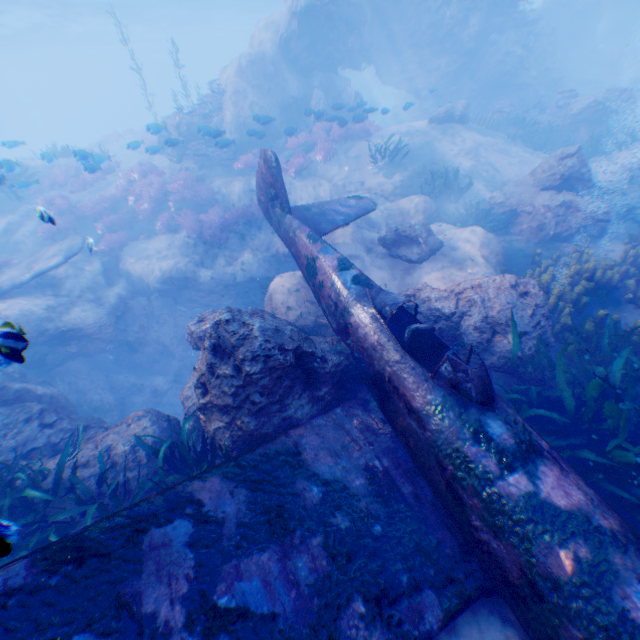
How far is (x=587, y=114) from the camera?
15.9m

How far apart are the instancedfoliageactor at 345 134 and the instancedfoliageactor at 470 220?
7.2 meters

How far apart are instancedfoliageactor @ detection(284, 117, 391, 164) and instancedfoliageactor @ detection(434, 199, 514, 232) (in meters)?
7.21

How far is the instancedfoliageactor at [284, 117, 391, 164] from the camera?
14.8m

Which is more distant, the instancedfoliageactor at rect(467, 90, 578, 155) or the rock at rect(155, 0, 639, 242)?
the instancedfoliageactor at rect(467, 90, 578, 155)

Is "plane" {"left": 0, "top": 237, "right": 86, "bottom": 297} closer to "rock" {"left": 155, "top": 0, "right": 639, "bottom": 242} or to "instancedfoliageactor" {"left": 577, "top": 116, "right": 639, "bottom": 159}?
"rock" {"left": 155, "top": 0, "right": 639, "bottom": 242}

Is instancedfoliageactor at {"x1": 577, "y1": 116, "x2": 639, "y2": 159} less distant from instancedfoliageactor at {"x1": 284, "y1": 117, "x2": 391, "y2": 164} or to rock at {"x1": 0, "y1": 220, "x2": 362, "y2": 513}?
rock at {"x1": 0, "y1": 220, "x2": 362, "y2": 513}

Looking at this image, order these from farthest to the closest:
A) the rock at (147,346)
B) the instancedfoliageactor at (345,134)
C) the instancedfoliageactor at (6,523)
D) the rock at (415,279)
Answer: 1. the instancedfoliageactor at (345,134)
2. the rock at (415,279)
3. the rock at (147,346)
4. the instancedfoliageactor at (6,523)
